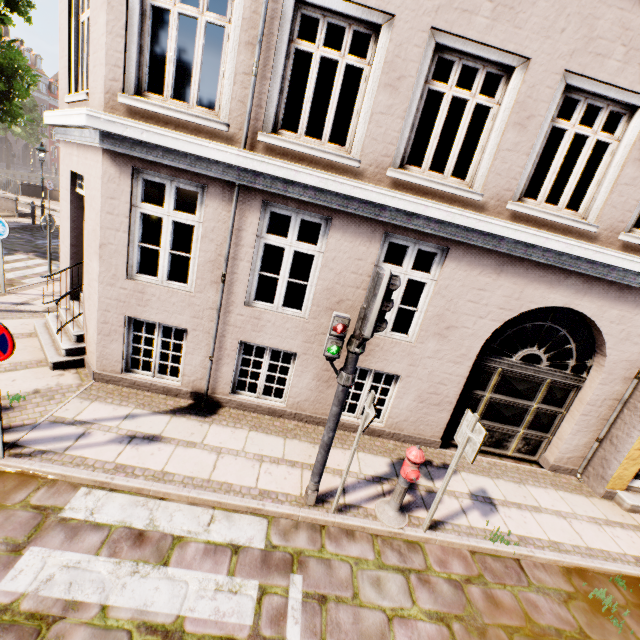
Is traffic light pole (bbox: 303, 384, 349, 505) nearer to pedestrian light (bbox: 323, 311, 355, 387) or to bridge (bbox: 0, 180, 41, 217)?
pedestrian light (bbox: 323, 311, 355, 387)

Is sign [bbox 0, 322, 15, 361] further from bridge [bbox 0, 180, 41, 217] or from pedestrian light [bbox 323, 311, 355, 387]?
bridge [bbox 0, 180, 41, 217]

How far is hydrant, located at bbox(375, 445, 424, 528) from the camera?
4.3 meters

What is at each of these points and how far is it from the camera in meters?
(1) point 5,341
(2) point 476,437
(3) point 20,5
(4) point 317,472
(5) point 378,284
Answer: (1) sign, 3.5
(2) sign, 4.0
(3) tree, 10.6
(4) traffic light pole, 4.4
(5) traffic light, 3.3

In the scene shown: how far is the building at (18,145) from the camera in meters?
46.6

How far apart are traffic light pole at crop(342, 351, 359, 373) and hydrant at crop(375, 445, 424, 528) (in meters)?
1.46

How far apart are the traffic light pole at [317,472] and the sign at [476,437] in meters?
1.6

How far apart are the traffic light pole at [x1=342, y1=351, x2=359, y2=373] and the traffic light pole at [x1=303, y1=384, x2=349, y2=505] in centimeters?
21cm
